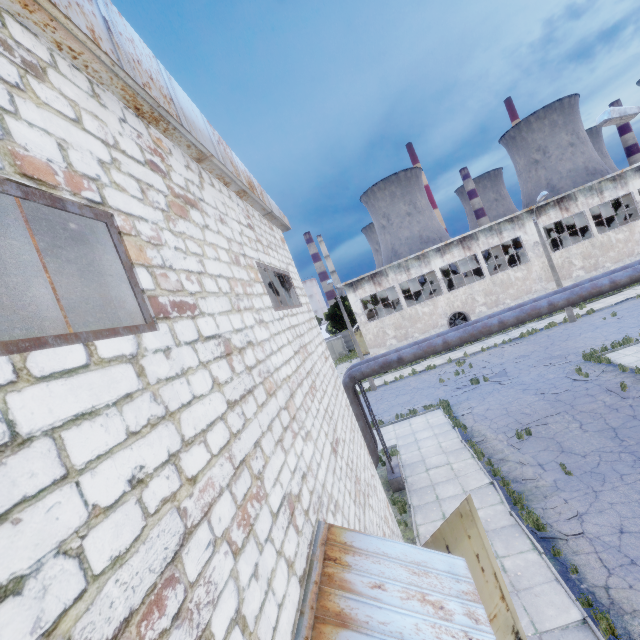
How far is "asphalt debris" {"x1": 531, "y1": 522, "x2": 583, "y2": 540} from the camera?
8.6 meters

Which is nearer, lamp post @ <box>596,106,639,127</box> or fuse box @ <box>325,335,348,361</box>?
lamp post @ <box>596,106,639,127</box>

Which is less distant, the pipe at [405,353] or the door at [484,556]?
the door at [484,556]

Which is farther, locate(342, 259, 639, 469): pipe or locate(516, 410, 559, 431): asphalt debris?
locate(516, 410, 559, 431): asphalt debris

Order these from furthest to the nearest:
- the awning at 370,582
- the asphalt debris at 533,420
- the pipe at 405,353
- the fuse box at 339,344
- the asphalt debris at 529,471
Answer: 1. the fuse box at 339,344
2. the asphalt debris at 533,420
3. the pipe at 405,353
4. the asphalt debris at 529,471
5. the awning at 370,582

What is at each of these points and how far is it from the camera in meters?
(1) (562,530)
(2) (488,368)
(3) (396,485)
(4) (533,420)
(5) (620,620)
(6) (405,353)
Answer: (1) asphalt debris, 8.8 m
(2) asphalt debris, 22.8 m
(3) pipe holder, 13.3 m
(4) asphalt debris, 14.5 m
(5) asphalt debris, 6.5 m
(6) pipe, 13.0 m

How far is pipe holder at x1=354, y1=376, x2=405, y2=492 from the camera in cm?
1325

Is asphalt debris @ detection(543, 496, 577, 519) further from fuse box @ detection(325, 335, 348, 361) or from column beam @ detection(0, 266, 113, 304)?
fuse box @ detection(325, 335, 348, 361)
